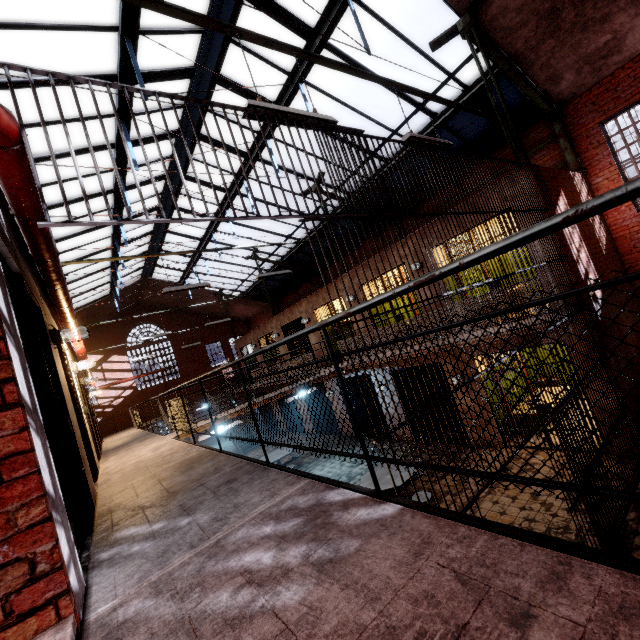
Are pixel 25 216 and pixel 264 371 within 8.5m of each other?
no

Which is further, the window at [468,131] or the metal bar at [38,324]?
the window at [468,131]

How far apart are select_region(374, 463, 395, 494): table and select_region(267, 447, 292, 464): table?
3.9m

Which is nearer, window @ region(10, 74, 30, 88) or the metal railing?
the metal railing

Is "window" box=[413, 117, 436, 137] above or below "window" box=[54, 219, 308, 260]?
below

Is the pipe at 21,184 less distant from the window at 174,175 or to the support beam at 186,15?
the support beam at 186,15

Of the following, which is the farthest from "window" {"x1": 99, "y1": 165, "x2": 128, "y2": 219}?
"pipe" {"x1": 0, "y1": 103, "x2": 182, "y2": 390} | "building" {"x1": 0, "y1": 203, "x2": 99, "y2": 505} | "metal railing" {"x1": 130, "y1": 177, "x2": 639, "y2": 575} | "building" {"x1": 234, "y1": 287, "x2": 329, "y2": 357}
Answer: "metal railing" {"x1": 130, "y1": 177, "x2": 639, "y2": 575}

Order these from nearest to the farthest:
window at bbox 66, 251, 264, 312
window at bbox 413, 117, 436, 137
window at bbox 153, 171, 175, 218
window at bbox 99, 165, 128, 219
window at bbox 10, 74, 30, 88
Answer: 1. window at bbox 10, 74, 30, 88
2. window at bbox 99, 165, 128, 219
3. window at bbox 413, 117, 436, 137
4. window at bbox 153, 171, 175, 218
5. window at bbox 66, 251, 264, 312
